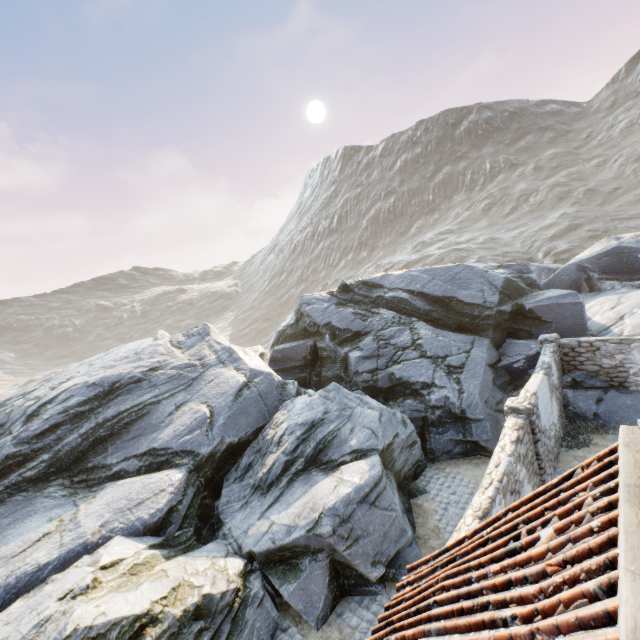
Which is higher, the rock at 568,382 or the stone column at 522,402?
the stone column at 522,402

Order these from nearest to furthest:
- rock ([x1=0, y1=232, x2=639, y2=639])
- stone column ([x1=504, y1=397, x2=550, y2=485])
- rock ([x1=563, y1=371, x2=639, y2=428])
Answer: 1. rock ([x1=0, y1=232, x2=639, y2=639])
2. stone column ([x1=504, y1=397, x2=550, y2=485])
3. rock ([x1=563, y1=371, x2=639, y2=428])

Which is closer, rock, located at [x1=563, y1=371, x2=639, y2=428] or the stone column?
the stone column

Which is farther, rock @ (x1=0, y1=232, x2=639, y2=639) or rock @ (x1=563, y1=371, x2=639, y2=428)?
rock @ (x1=563, y1=371, x2=639, y2=428)

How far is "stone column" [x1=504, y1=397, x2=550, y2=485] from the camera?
8.8 meters

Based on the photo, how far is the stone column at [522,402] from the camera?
8.8 meters

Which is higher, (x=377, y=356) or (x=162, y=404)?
(x=162, y=404)
